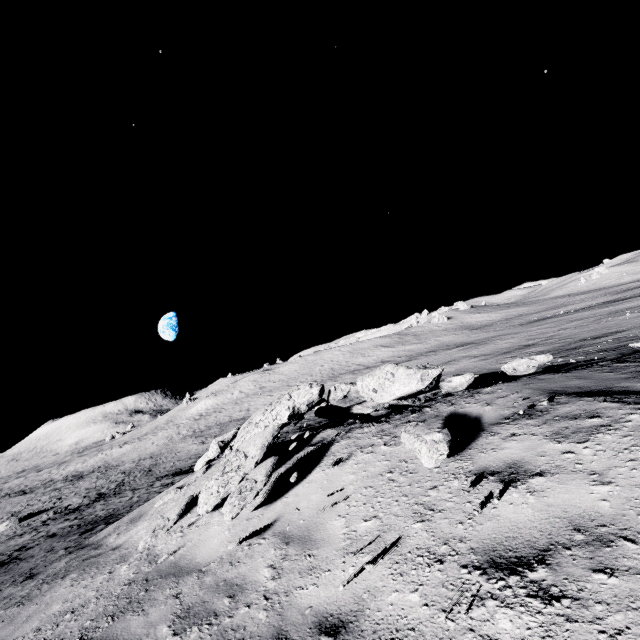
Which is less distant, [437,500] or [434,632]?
[434,632]

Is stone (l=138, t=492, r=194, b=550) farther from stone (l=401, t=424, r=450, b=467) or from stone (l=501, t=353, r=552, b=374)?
stone (l=501, t=353, r=552, b=374)

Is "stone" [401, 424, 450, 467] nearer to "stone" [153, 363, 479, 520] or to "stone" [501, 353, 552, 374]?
"stone" [153, 363, 479, 520]

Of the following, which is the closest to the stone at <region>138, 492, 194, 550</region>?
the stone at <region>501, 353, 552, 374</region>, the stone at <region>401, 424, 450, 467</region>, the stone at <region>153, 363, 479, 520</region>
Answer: the stone at <region>153, 363, 479, 520</region>

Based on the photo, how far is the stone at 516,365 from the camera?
5.0 meters

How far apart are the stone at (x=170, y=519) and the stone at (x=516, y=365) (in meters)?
6.02

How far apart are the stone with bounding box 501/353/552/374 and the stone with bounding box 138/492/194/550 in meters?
6.0
